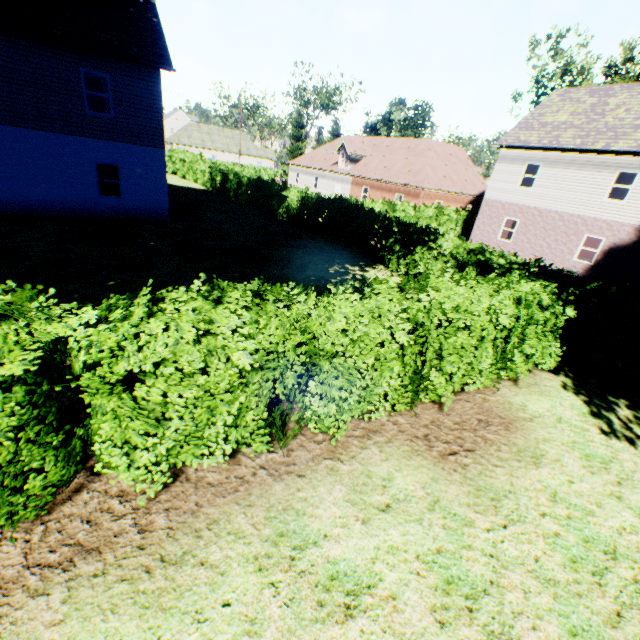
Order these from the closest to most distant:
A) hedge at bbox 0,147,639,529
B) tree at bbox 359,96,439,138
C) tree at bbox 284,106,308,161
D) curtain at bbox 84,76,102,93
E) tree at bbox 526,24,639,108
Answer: hedge at bbox 0,147,639,529, curtain at bbox 84,76,102,93, tree at bbox 526,24,639,108, tree at bbox 359,96,439,138, tree at bbox 284,106,308,161

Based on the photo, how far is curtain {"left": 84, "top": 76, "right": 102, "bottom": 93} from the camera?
20.42m

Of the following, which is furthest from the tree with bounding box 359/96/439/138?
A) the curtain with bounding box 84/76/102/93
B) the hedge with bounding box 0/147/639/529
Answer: the curtain with bounding box 84/76/102/93

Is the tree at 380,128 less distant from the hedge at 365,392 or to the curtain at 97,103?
the hedge at 365,392

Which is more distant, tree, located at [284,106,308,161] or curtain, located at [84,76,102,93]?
tree, located at [284,106,308,161]

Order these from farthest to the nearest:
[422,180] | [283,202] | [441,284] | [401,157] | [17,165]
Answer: [401,157], [422,180], [283,202], [17,165], [441,284]

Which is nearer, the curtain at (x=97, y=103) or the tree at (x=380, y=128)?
the curtain at (x=97, y=103)
